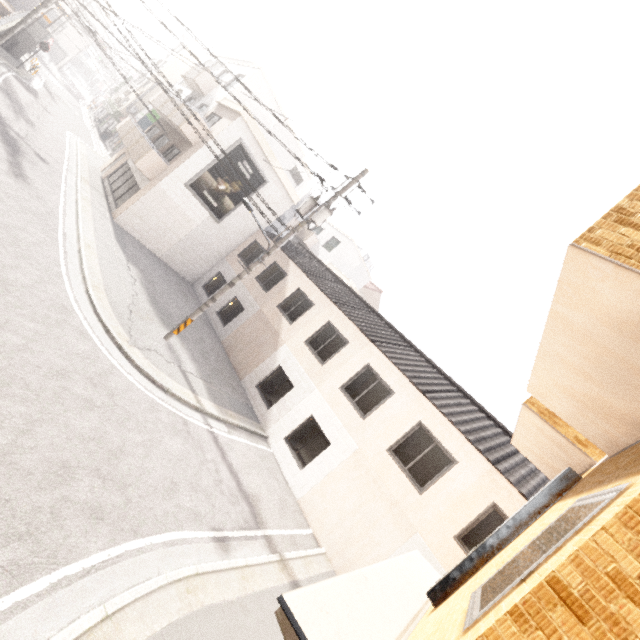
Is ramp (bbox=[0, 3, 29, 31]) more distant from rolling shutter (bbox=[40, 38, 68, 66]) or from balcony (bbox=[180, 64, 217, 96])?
rolling shutter (bbox=[40, 38, 68, 66])

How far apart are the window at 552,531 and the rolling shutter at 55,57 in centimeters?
6887cm

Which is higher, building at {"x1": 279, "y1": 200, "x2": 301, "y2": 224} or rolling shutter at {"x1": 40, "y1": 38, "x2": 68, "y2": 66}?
building at {"x1": 279, "y1": 200, "x2": 301, "y2": 224}

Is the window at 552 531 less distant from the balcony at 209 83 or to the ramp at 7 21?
the ramp at 7 21

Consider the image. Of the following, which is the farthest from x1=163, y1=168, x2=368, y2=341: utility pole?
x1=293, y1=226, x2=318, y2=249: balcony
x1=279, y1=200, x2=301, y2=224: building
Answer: x1=279, y1=200, x2=301, y2=224: building

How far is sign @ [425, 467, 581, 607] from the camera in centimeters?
381cm

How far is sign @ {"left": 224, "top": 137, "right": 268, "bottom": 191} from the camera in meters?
17.5

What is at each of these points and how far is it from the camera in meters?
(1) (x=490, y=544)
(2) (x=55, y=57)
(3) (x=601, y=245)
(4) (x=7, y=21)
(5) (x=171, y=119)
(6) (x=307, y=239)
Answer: →
(1) sign, 3.9 m
(2) rolling shutter, 45.0 m
(3) balcony, 2.1 m
(4) ramp, 19.5 m
(5) balcony, 18.0 m
(6) balcony, 30.1 m
